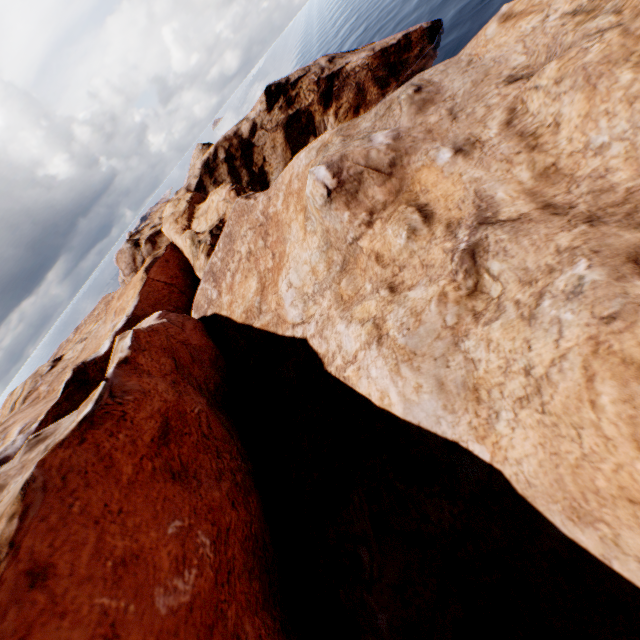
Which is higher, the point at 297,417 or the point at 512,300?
the point at 512,300
